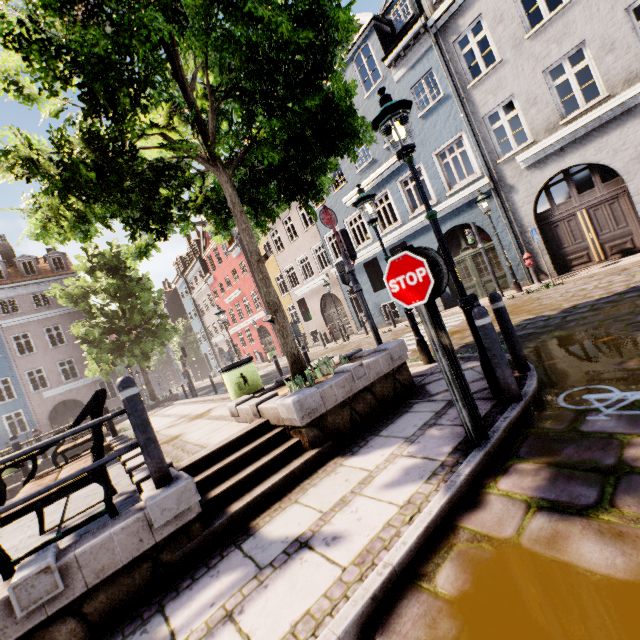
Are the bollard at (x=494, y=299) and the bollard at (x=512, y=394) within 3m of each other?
yes

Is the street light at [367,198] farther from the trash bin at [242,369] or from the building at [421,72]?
the building at [421,72]

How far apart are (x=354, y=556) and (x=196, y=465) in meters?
2.5 m

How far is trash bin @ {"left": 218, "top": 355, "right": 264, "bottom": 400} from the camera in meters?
6.3

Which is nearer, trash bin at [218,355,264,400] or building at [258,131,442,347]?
trash bin at [218,355,264,400]

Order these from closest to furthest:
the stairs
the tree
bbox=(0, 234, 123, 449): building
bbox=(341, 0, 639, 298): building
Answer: the stairs, the tree, bbox=(341, 0, 639, 298): building, bbox=(0, 234, 123, 449): building

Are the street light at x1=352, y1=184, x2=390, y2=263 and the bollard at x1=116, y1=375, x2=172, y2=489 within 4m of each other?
no

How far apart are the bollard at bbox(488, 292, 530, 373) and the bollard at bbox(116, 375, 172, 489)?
4.28m
